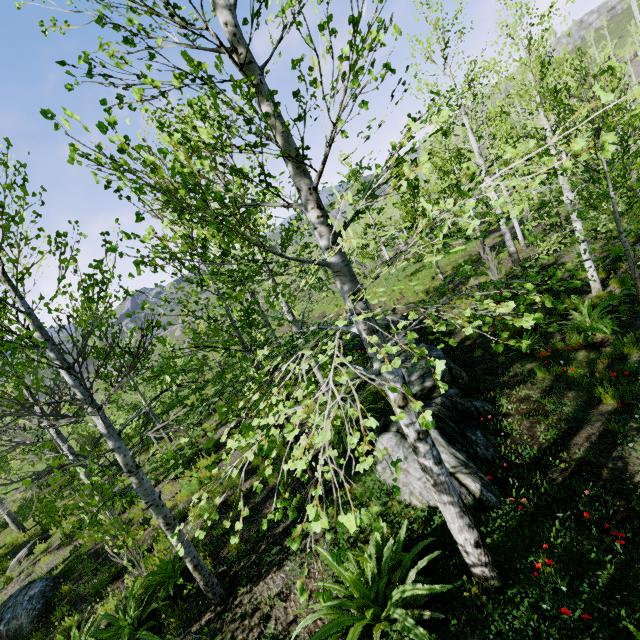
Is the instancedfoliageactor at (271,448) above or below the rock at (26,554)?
above

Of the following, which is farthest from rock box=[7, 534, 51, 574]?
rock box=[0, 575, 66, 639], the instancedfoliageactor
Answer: the instancedfoliageactor

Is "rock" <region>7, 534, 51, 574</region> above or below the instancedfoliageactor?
below

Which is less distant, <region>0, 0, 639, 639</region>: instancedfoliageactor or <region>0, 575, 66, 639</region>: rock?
<region>0, 0, 639, 639</region>: instancedfoliageactor

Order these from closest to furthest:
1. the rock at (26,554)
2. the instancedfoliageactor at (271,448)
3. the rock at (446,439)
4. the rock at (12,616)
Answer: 1. the instancedfoliageactor at (271,448)
2. the rock at (446,439)
3. the rock at (12,616)
4. the rock at (26,554)

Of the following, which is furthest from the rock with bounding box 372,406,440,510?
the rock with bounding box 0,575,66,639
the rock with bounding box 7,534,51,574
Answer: the rock with bounding box 7,534,51,574

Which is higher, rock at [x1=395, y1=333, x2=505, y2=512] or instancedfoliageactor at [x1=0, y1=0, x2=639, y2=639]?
instancedfoliageactor at [x1=0, y1=0, x2=639, y2=639]

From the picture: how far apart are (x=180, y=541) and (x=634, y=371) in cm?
911
